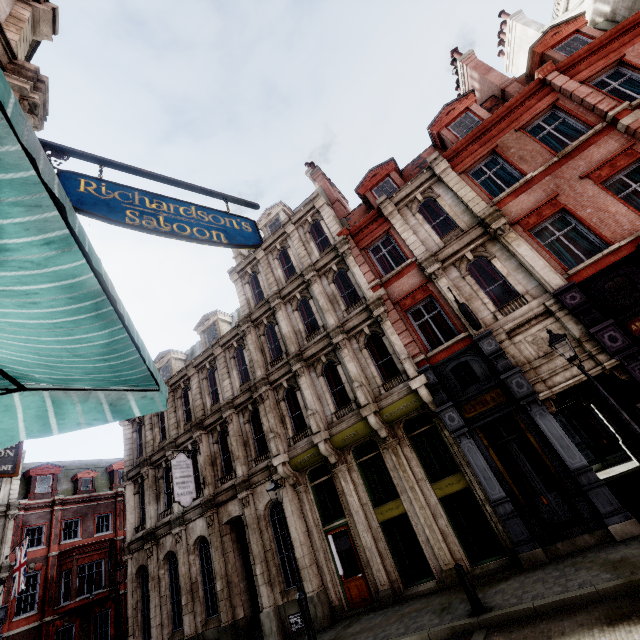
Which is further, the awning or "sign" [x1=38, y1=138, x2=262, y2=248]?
"sign" [x1=38, y1=138, x2=262, y2=248]

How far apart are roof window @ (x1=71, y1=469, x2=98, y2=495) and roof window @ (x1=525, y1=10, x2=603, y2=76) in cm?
4429

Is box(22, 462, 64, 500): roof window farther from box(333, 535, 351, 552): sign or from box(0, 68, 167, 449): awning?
box(0, 68, 167, 449): awning

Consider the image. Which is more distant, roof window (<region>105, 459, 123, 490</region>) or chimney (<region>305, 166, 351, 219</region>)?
roof window (<region>105, 459, 123, 490</region>)

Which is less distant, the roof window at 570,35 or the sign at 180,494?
the roof window at 570,35

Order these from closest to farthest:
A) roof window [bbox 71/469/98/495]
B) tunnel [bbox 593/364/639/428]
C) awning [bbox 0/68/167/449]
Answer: awning [bbox 0/68/167/449], tunnel [bbox 593/364/639/428], roof window [bbox 71/469/98/495]

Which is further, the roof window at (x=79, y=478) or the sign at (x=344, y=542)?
the roof window at (x=79, y=478)

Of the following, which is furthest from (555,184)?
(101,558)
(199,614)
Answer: (101,558)
